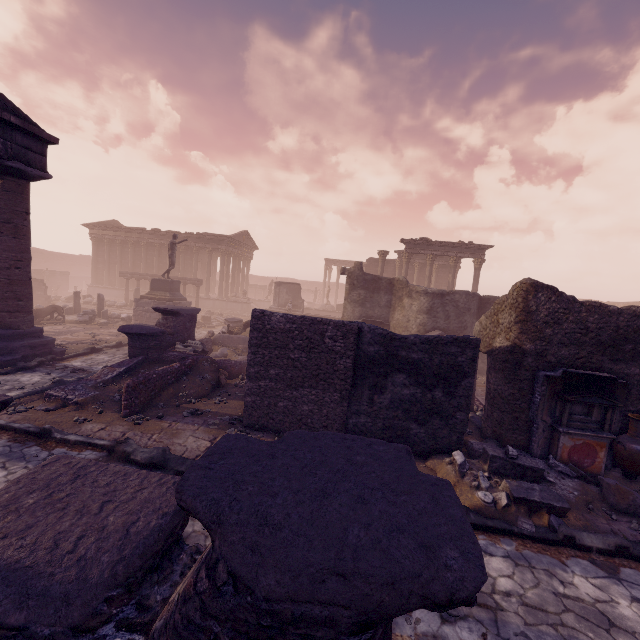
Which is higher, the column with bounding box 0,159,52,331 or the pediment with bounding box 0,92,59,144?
the pediment with bounding box 0,92,59,144

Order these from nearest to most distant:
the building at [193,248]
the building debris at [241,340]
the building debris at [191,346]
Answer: the building debris at [191,346]
the building debris at [241,340]
the building at [193,248]

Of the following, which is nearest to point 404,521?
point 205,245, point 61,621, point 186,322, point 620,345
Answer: point 61,621

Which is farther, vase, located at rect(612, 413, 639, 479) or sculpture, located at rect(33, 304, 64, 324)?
sculpture, located at rect(33, 304, 64, 324)

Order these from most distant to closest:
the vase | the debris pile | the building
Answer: the building → the vase → the debris pile

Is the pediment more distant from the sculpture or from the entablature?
the sculpture

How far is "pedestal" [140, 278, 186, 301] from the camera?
18.8 meters

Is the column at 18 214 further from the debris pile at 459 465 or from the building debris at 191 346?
the debris pile at 459 465
